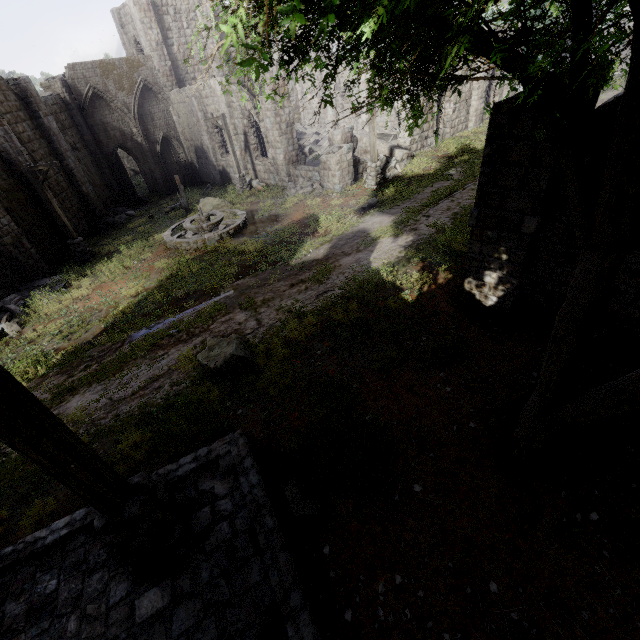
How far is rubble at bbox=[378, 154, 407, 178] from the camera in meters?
18.7

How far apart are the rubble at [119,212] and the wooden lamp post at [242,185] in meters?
8.1

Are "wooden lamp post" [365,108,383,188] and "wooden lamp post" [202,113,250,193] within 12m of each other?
yes

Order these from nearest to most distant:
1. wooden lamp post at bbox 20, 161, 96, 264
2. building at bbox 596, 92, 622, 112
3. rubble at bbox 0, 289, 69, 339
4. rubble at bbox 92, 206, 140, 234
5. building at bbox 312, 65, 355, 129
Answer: building at bbox 596, 92, 622, 112
rubble at bbox 0, 289, 69, 339
wooden lamp post at bbox 20, 161, 96, 264
rubble at bbox 92, 206, 140, 234
building at bbox 312, 65, 355, 129

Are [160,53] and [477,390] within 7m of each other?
no

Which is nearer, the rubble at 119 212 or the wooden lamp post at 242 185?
the wooden lamp post at 242 185

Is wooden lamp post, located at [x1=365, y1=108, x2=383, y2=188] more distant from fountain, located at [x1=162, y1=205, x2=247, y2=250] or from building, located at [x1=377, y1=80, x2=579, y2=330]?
fountain, located at [x1=162, y1=205, x2=247, y2=250]

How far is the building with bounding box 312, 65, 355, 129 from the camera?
30.7 meters
